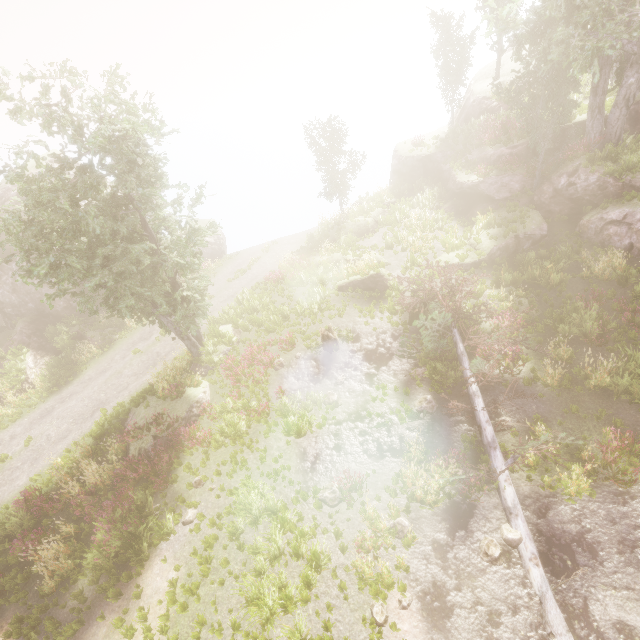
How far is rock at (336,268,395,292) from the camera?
18.7m

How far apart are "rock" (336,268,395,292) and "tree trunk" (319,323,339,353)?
3.5 meters

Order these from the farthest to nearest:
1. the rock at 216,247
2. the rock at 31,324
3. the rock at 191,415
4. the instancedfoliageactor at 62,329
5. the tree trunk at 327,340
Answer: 1. the rock at 216,247
2. the rock at 31,324
3. the instancedfoliageactor at 62,329
4. the tree trunk at 327,340
5. the rock at 191,415

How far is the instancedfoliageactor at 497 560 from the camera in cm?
867

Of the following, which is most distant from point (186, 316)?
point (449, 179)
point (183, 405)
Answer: point (449, 179)

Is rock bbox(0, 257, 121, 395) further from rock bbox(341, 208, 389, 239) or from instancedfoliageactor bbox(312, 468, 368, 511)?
rock bbox(341, 208, 389, 239)

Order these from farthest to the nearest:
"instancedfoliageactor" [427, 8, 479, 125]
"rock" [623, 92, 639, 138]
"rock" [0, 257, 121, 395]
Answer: "instancedfoliageactor" [427, 8, 479, 125]
"rock" [0, 257, 121, 395]
"rock" [623, 92, 639, 138]

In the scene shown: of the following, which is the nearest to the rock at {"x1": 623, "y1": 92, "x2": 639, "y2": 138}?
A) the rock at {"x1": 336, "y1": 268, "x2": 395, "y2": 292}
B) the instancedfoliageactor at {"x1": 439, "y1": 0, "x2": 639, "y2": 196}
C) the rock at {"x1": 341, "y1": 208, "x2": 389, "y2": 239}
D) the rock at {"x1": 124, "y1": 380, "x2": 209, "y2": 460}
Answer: the instancedfoliageactor at {"x1": 439, "y1": 0, "x2": 639, "y2": 196}
